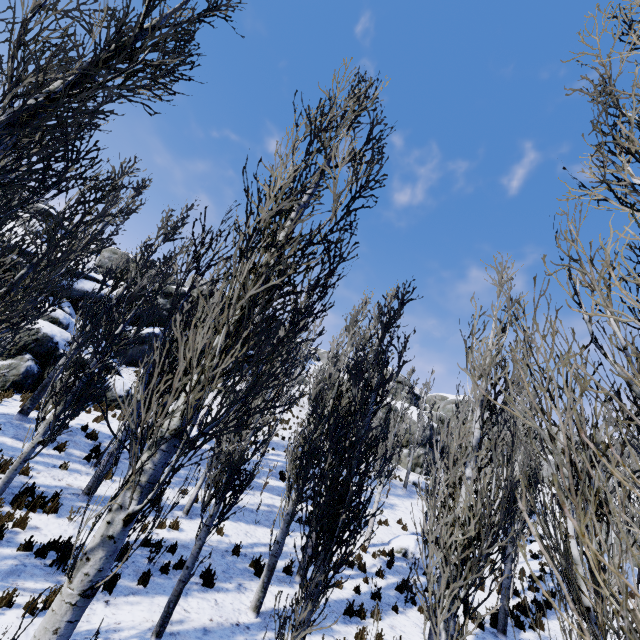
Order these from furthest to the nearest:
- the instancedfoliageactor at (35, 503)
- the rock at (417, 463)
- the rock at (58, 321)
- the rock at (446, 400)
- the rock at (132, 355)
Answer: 1. the rock at (446, 400)
2. the rock at (417, 463)
3. the rock at (132, 355)
4. the rock at (58, 321)
5. the instancedfoliageactor at (35, 503)

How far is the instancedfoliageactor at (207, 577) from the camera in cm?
782

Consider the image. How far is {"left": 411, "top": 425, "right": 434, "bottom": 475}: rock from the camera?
31.3 meters

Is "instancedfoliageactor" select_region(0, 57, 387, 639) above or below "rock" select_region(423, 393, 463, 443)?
below

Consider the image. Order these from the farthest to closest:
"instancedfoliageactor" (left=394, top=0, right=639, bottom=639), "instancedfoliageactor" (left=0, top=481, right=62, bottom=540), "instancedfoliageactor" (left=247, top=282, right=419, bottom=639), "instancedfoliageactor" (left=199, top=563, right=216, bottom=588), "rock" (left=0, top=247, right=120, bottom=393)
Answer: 1. "rock" (left=0, top=247, right=120, bottom=393)
2. "instancedfoliageactor" (left=199, top=563, right=216, bottom=588)
3. "instancedfoliageactor" (left=0, top=481, right=62, bottom=540)
4. "instancedfoliageactor" (left=247, top=282, right=419, bottom=639)
5. "instancedfoliageactor" (left=394, top=0, right=639, bottom=639)

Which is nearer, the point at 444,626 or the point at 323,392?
the point at 444,626

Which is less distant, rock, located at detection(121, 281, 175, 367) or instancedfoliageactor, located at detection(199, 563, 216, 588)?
instancedfoliageactor, located at detection(199, 563, 216, 588)
